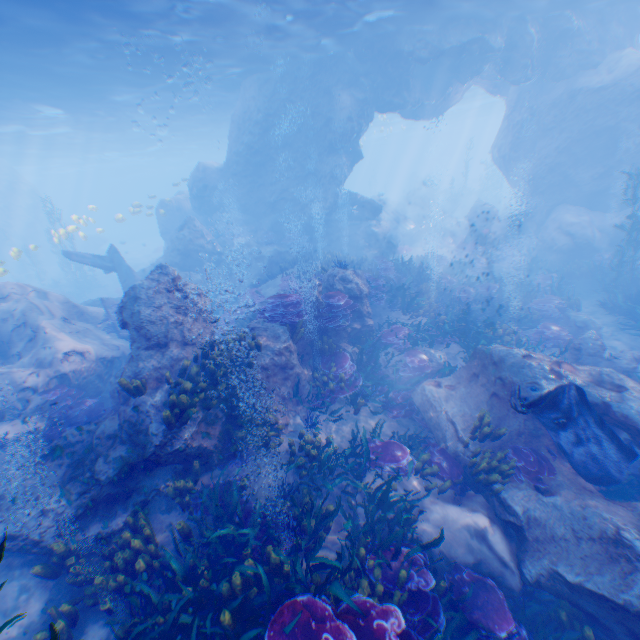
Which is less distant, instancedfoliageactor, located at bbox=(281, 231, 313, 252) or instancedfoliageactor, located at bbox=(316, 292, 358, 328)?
instancedfoliageactor, located at bbox=(316, 292, 358, 328)

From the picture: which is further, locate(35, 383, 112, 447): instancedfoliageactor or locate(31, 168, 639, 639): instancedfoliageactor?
locate(35, 383, 112, 447): instancedfoliageactor

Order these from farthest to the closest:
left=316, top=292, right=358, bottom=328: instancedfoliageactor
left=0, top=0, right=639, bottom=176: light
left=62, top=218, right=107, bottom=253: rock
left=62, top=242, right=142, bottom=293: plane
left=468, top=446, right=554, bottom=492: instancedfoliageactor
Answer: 1. left=62, top=218, right=107, bottom=253: rock
2. left=62, top=242, right=142, bottom=293: plane
3. left=0, top=0, right=639, bottom=176: light
4. left=316, top=292, right=358, bottom=328: instancedfoliageactor
5. left=468, top=446, right=554, bottom=492: instancedfoliageactor

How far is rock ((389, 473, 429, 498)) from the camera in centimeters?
709cm

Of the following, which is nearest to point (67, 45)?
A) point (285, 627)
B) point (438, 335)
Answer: point (438, 335)

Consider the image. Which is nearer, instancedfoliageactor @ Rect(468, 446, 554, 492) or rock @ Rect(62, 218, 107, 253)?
instancedfoliageactor @ Rect(468, 446, 554, 492)

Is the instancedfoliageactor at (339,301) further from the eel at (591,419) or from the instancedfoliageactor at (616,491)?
the eel at (591,419)

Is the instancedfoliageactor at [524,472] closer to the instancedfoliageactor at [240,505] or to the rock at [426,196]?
the instancedfoliageactor at [240,505]
